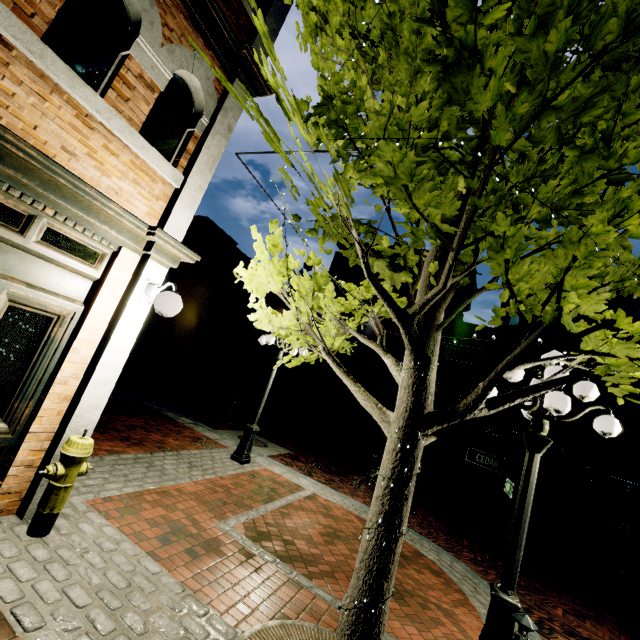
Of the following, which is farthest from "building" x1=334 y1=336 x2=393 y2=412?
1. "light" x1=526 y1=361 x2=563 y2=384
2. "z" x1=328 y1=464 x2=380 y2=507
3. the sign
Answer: the sign

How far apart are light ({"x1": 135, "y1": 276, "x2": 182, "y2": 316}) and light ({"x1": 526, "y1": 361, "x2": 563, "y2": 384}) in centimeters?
393cm

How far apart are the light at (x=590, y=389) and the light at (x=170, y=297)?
3.93m

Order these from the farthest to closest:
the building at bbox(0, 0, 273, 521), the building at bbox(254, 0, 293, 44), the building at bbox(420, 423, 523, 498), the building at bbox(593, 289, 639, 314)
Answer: the building at bbox(420, 423, 523, 498)
the building at bbox(593, 289, 639, 314)
the building at bbox(254, 0, 293, 44)
the building at bbox(0, 0, 273, 521)

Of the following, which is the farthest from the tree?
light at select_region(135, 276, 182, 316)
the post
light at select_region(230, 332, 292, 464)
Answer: light at select_region(230, 332, 292, 464)

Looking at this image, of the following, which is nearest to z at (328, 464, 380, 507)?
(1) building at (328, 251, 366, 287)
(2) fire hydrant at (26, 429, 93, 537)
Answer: (1) building at (328, 251, 366, 287)

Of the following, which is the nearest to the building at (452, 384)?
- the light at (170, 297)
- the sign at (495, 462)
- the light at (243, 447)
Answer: the sign at (495, 462)

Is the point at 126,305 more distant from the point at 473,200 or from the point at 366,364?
the point at 366,364
